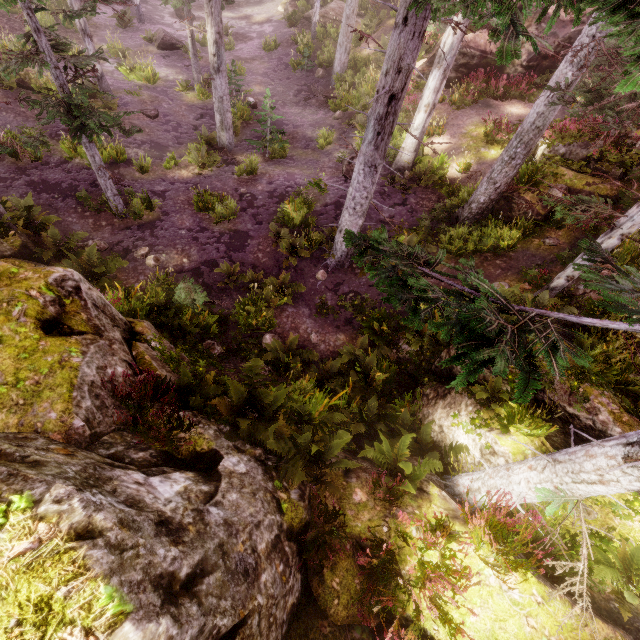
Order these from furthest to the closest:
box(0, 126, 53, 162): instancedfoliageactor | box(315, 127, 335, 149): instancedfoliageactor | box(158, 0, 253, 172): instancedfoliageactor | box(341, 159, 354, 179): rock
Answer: A: box(315, 127, 335, 149): instancedfoliageactor < box(341, 159, 354, 179): rock < box(158, 0, 253, 172): instancedfoliageactor < box(0, 126, 53, 162): instancedfoliageactor

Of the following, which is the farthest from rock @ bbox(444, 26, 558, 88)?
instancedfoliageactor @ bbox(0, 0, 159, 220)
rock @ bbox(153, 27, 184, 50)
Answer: rock @ bbox(153, 27, 184, 50)

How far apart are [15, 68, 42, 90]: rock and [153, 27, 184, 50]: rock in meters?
8.7

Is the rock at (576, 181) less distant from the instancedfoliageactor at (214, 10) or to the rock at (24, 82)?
the instancedfoliageactor at (214, 10)

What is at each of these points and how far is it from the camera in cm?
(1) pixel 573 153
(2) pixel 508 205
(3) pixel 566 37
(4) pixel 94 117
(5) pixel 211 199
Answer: (1) rock, 1343
(2) rock, 1275
(3) rock, 1639
(4) instancedfoliageactor, 866
(5) instancedfoliageactor, 1381

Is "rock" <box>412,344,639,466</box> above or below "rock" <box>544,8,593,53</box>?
below

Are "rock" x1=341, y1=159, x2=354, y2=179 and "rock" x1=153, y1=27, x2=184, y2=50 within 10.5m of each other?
no

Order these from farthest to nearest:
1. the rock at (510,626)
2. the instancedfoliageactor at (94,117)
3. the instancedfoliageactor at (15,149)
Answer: Answer: the instancedfoliageactor at (94,117), the instancedfoliageactor at (15,149), the rock at (510,626)
